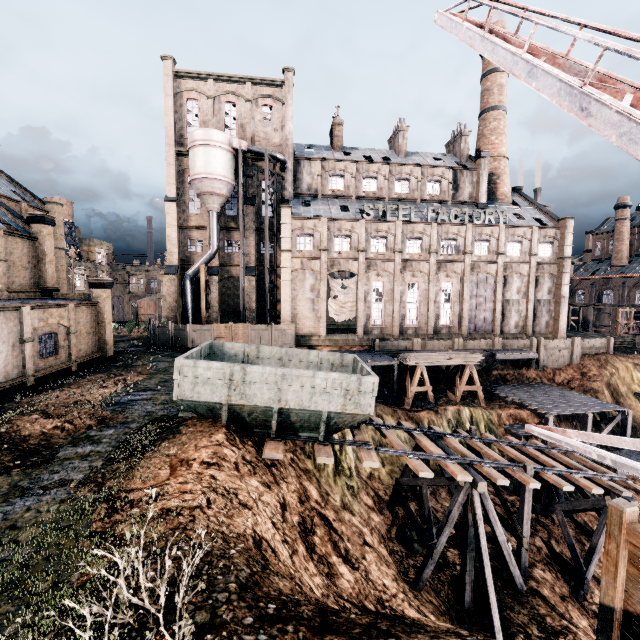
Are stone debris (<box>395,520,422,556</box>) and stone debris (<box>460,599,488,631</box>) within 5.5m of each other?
yes

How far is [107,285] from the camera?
28.8 meters

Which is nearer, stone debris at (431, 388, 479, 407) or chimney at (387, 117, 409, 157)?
stone debris at (431, 388, 479, 407)

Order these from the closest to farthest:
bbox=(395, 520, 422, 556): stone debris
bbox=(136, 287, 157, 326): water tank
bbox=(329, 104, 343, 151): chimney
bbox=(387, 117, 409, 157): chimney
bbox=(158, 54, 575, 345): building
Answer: bbox=(395, 520, 422, 556): stone debris < bbox=(158, 54, 575, 345): building < bbox=(329, 104, 343, 151): chimney < bbox=(387, 117, 409, 157): chimney < bbox=(136, 287, 157, 326): water tank

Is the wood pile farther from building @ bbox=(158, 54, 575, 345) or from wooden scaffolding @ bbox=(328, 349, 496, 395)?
building @ bbox=(158, 54, 575, 345)

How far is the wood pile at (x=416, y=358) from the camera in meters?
30.5

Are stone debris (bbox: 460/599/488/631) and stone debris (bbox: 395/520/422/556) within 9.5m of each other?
yes

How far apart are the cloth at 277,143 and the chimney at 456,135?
25.39m
